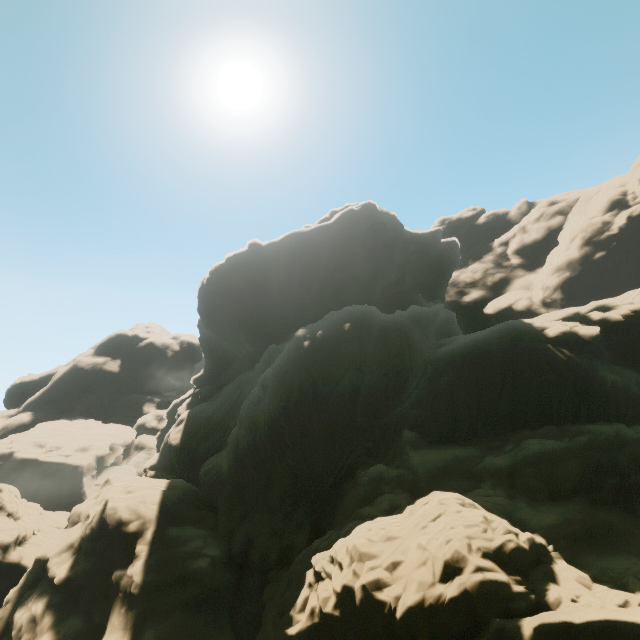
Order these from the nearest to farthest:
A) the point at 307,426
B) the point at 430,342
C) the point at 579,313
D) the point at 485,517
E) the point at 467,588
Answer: the point at 467,588, the point at 485,517, the point at 307,426, the point at 579,313, the point at 430,342
